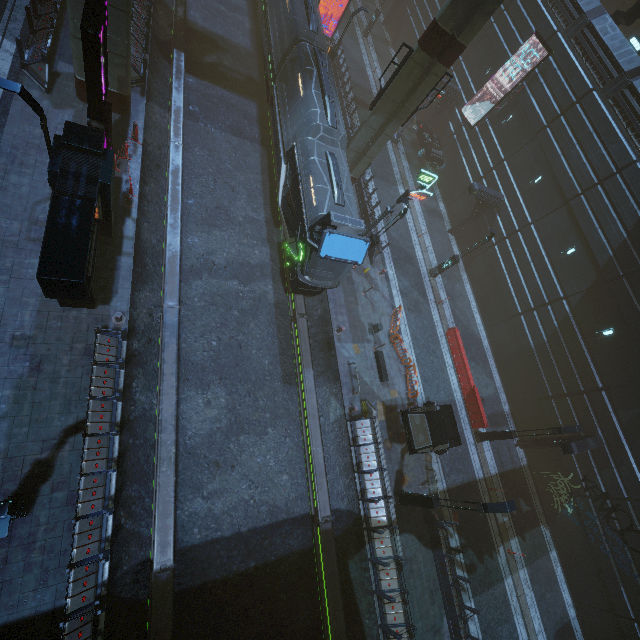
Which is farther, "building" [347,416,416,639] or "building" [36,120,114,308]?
"building" [347,416,416,639]

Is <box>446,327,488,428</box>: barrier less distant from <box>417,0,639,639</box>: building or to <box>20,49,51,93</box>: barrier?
<box>417,0,639,639</box>: building

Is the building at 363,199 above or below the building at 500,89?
below

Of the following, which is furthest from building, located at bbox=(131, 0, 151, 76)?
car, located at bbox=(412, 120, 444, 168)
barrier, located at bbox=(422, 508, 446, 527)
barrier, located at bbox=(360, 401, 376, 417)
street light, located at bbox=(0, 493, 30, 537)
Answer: barrier, located at bbox=(422, 508, 446, 527)

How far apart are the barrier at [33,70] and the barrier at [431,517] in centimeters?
2654cm

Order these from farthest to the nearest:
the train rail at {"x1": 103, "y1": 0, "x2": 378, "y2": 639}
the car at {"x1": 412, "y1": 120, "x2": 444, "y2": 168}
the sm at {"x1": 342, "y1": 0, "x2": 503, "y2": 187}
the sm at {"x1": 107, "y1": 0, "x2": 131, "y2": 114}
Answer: the car at {"x1": 412, "y1": 120, "x2": 444, "y2": 168} → the sm at {"x1": 342, "y1": 0, "x2": 503, "y2": 187} → the sm at {"x1": 107, "y1": 0, "x2": 131, "y2": 114} → the train rail at {"x1": 103, "y1": 0, "x2": 378, "y2": 639}

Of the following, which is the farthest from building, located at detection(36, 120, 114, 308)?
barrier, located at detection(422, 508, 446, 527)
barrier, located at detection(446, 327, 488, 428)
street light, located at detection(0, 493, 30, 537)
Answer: barrier, located at detection(446, 327, 488, 428)

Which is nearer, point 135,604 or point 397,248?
point 135,604
